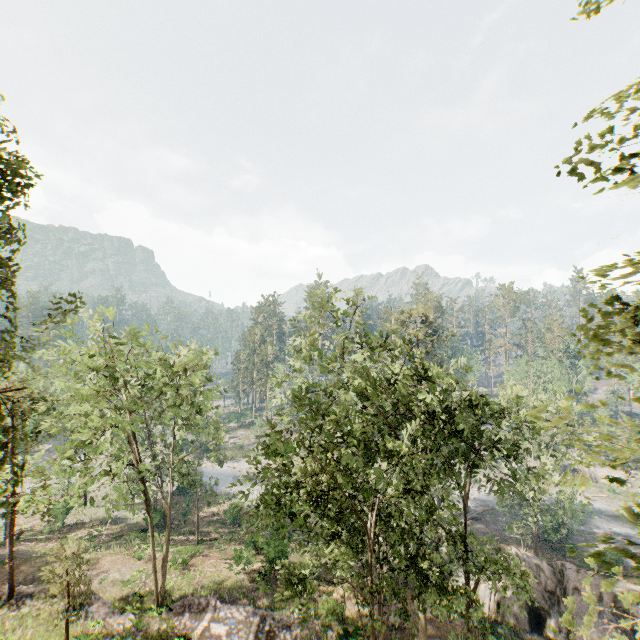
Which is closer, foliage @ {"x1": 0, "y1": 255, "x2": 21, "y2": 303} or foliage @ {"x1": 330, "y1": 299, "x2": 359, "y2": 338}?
foliage @ {"x1": 0, "y1": 255, "x2": 21, "y2": 303}

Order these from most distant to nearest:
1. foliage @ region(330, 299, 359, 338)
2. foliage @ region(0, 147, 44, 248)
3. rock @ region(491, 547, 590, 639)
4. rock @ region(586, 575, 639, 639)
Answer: rock @ region(491, 547, 590, 639), rock @ region(586, 575, 639, 639), foliage @ region(330, 299, 359, 338), foliage @ region(0, 147, 44, 248)

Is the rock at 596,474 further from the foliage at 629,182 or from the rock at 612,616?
the rock at 612,616

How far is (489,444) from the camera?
15.61m

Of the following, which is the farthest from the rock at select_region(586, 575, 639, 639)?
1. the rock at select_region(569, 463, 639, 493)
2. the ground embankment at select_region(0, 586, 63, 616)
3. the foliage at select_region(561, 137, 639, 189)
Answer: the rock at select_region(569, 463, 639, 493)

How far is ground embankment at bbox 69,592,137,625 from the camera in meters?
19.9

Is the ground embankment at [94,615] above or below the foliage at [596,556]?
below

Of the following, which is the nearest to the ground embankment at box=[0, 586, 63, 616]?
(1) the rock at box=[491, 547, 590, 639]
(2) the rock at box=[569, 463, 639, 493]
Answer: (1) the rock at box=[491, 547, 590, 639]
